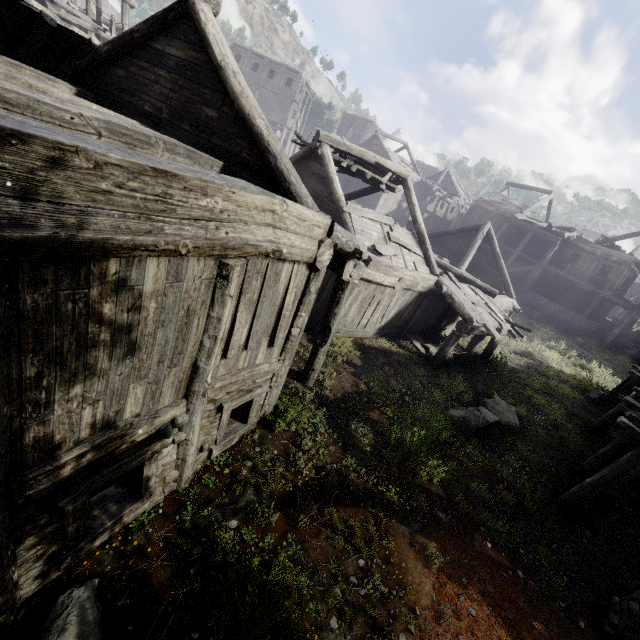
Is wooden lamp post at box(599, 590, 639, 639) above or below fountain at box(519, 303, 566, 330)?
below

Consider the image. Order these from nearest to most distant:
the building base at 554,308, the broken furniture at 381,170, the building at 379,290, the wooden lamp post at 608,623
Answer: the building at 379,290 < the wooden lamp post at 608,623 < the broken furniture at 381,170 < the building base at 554,308

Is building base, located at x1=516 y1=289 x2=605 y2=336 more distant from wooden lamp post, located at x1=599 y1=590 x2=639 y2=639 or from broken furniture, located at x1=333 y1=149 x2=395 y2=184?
wooden lamp post, located at x1=599 y1=590 x2=639 y2=639

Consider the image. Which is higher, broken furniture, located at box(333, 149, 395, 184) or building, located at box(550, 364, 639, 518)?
broken furniture, located at box(333, 149, 395, 184)

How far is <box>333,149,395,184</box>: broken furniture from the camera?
13.54m

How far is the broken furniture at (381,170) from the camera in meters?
13.5

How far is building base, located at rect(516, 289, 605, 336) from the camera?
24.9 meters

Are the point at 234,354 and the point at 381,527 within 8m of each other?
yes
